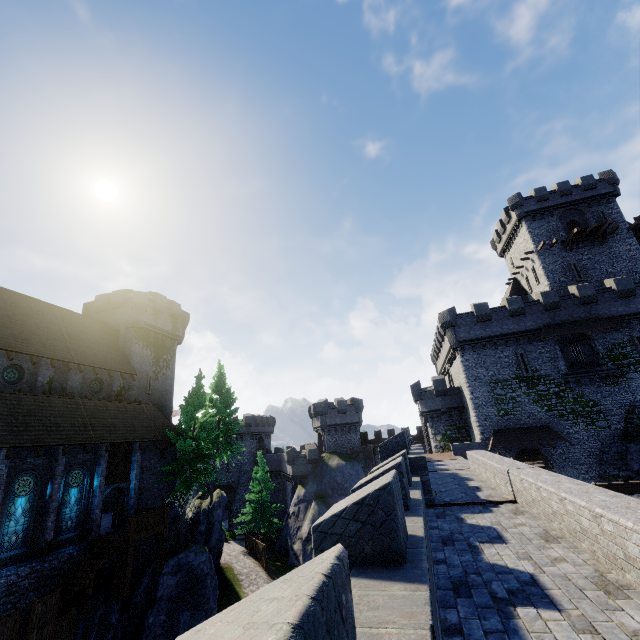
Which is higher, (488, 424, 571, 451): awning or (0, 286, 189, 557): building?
(0, 286, 189, 557): building

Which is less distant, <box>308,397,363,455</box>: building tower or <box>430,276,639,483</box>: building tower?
<box>430,276,639,483</box>: building tower

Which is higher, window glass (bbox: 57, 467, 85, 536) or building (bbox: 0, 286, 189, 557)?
building (bbox: 0, 286, 189, 557)

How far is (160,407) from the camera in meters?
32.6 m

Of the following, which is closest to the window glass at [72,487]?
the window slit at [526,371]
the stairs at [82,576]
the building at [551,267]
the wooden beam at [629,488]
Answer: the stairs at [82,576]

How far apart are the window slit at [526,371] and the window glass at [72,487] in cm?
3562

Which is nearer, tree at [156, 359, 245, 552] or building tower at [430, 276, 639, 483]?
tree at [156, 359, 245, 552]

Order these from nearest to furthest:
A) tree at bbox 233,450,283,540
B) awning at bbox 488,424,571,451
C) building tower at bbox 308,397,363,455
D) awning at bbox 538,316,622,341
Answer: awning at bbox 488,424,571,451, awning at bbox 538,316,622,341, tree at bbox 233,450,283,540, building tower at bbox 308,397,363,455
